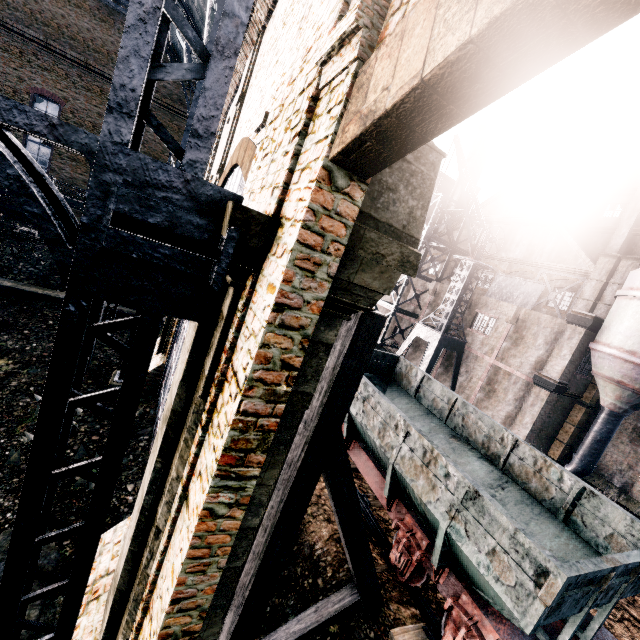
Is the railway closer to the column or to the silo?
the silo

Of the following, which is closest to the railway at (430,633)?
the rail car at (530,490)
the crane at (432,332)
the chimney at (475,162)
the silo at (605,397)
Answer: the rail car at (530,490)

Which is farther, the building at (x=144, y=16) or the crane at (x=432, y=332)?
the crane at (x=432, y=332)

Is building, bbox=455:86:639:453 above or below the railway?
above

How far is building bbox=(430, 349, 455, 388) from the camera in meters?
28.3

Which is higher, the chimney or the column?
the chimney

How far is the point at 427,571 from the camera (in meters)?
7.86

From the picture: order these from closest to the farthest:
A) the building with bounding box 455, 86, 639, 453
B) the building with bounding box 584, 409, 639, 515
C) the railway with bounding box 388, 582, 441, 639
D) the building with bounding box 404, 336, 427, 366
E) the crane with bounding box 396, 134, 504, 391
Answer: the railway with bounding box 388, 582, 441, 639, the building with bounding box 584, 409, 639, 515, the building with bounding box 455, 86, 639, 453, the crane with bounding box 396, 134, 504, 391, the building with bounding box 404, 336, 427, 366
